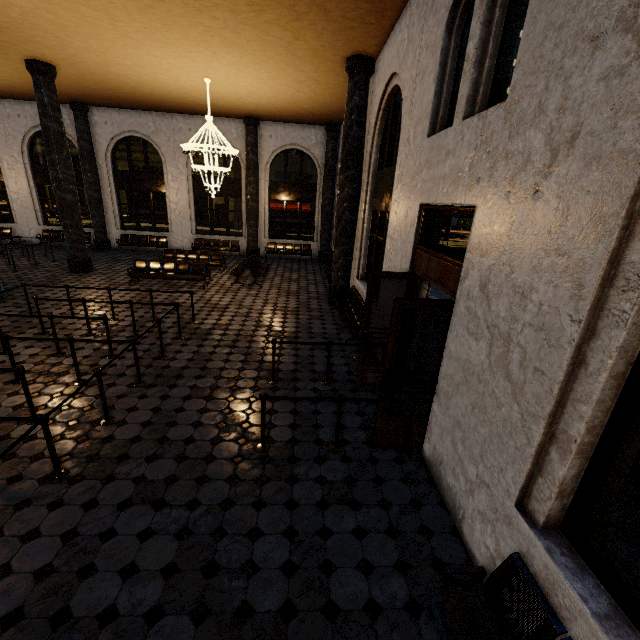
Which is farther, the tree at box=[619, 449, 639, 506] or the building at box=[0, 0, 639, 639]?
A: the tree at box=[619, 449, 639, 506]

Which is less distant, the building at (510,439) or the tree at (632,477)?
the building at (510,439)

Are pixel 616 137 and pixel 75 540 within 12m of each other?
yes
